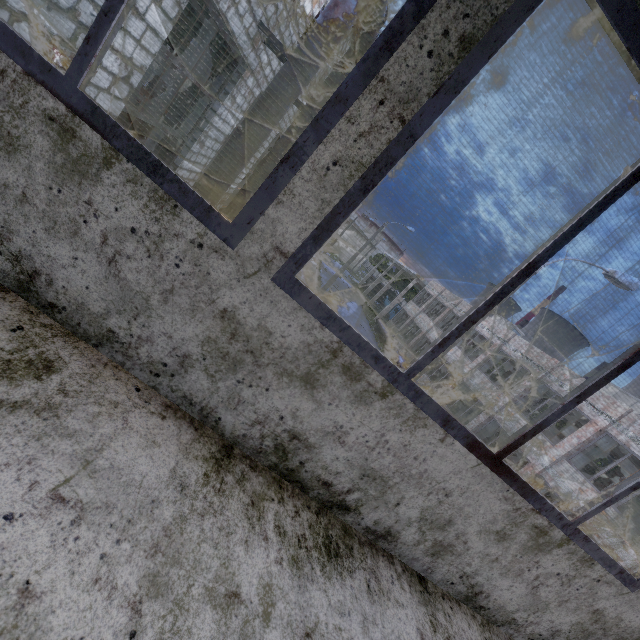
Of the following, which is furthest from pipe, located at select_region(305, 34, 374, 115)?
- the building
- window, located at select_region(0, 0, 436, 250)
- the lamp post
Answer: window, located at select_region(0, 0, 436, 250)

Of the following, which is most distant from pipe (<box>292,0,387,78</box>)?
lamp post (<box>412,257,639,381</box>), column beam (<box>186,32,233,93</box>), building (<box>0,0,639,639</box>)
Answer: lamp post (<box>412,257,639,381</box>)

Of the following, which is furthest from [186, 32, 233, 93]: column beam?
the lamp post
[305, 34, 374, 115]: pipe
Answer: the lamp post

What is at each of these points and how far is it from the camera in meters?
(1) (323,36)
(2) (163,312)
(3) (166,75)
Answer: (1) pipe, 6.3 m
(2) building, 1.4 m
(3) column beam, 34.0 m

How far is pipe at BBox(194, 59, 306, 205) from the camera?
6.6 meters

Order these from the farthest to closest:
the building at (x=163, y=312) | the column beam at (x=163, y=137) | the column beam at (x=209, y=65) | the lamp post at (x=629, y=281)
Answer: Result: the lamp post at (x=629, y=281) → the column beam at (x=163, y=137) → the column beam at (x=209, y=65) → the building at (x=163, y=312)

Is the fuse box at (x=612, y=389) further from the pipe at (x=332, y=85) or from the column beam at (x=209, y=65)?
the column beam at (x=209, y=65)

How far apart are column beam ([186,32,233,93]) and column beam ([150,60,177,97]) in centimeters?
3491cm
